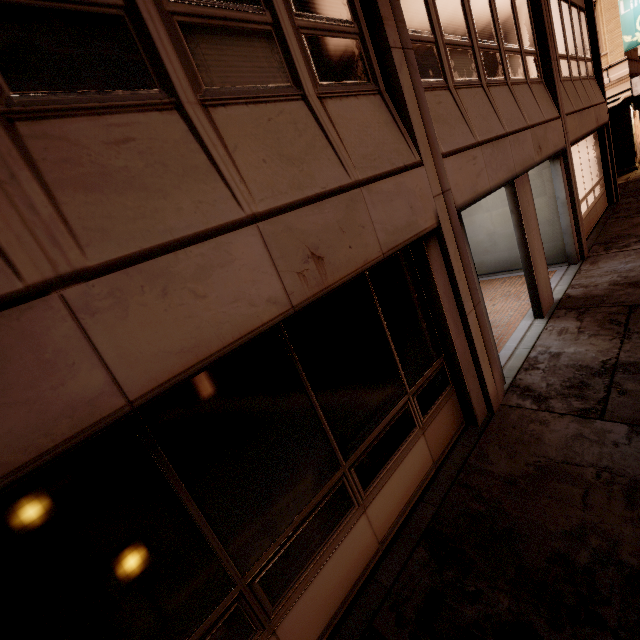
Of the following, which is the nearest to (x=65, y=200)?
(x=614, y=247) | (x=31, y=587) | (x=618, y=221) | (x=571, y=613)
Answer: (x=31, y=587)
